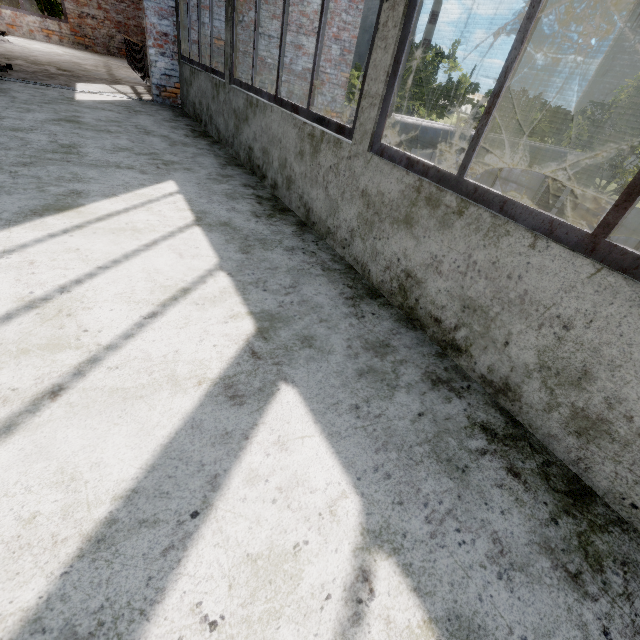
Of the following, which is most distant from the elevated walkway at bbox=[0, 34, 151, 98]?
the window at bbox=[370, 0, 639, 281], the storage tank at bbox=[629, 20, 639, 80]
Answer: the storage tank at bbox=[629, 20, 639, 80]

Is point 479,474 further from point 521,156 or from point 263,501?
point 521,156

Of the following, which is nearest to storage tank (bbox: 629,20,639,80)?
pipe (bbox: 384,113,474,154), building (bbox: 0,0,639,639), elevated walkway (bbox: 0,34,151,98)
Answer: pipe (bbox: 384,113,474,154)

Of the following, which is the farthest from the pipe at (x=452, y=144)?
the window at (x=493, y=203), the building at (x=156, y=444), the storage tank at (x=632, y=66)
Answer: the storage tank at (x=632, y=66)

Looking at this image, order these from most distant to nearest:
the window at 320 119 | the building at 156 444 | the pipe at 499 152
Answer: the pipe at 499 152, the window at 320 119, the building at 156 444

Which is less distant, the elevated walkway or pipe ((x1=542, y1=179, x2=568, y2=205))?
the elevated walkway

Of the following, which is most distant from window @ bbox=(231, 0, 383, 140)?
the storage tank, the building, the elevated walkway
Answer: the storage tank

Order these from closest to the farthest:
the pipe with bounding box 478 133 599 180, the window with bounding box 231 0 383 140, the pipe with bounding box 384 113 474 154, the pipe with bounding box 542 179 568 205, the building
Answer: the building, the window with bounding box 231 0 383 140, the pipe with bounding box 384 113 474 154, the pipe with bounding box 478 133 599 180, the pipe with bounding box 542 179 568 205
